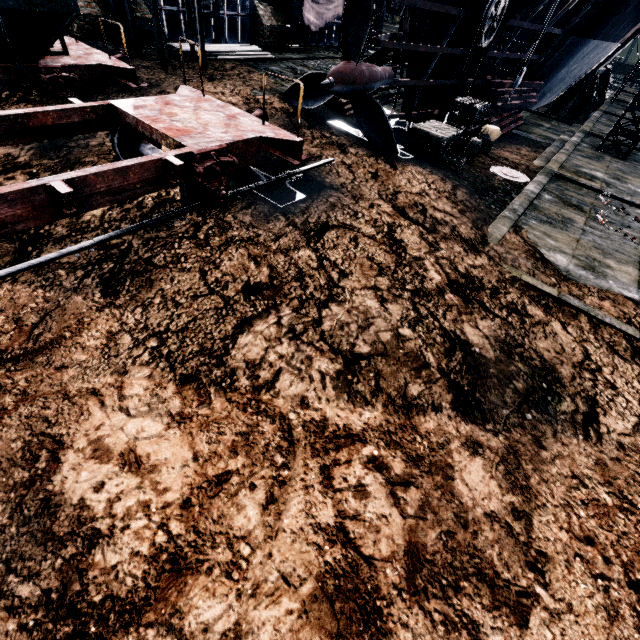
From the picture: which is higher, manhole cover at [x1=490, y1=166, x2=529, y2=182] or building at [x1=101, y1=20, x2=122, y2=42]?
building at [x1=101, y1=20, x2=122, y2=42]

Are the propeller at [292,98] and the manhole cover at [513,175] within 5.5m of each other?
no

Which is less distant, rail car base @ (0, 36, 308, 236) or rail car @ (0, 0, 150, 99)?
rail car base @ (0, 36, 308, 236)

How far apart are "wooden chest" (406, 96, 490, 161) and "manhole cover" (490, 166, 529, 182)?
1.8m

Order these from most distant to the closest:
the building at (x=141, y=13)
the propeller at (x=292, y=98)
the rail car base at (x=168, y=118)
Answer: the building at (x=141, y=13)
the propeller at (x=292, y=98)
the rail car base at (x=168, y=118)

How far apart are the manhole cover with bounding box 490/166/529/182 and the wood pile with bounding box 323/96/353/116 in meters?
7.3 m

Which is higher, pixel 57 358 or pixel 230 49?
pixel 230 49

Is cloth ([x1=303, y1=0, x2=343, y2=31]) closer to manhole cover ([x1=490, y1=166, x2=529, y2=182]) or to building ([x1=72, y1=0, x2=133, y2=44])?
building ([x1=72, y1=0, x2=133, y2=44])
